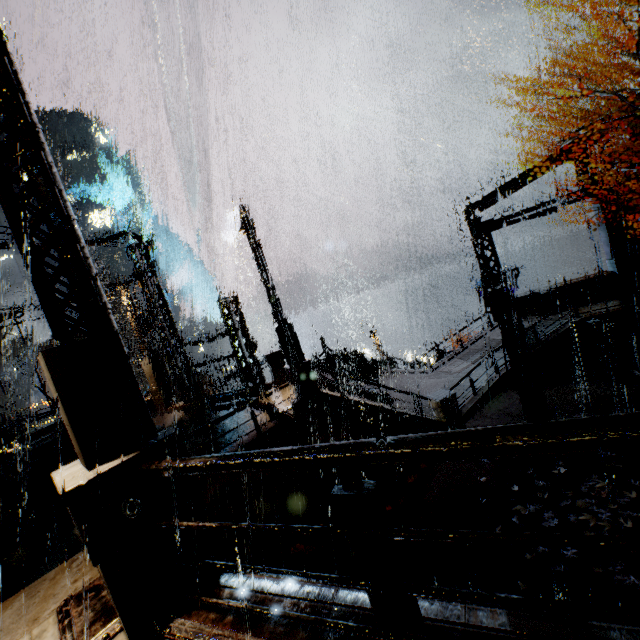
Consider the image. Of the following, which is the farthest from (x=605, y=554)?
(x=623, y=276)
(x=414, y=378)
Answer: (x=623, y=276)

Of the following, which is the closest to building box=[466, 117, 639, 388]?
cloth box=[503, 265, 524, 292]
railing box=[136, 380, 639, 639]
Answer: railing box=[136, 380, 639, 639]

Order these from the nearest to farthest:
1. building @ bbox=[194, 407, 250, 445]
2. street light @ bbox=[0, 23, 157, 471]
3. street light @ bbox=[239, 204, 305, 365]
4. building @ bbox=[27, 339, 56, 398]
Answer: street light @ bbox=[0, 23, 157, 471], street light @ bbox=[239, 204, 305, 365], building @ bbox=[194, 407, 250, 445], building @ bbox=[27, 339, 56, 398]

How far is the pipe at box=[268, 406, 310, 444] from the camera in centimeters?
1030cm

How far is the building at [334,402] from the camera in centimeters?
1127cm

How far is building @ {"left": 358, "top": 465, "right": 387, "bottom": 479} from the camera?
12.0m

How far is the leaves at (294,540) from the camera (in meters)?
8.90

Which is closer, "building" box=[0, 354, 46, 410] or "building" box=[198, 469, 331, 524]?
"building" box=[198, 469, 331, 524]
